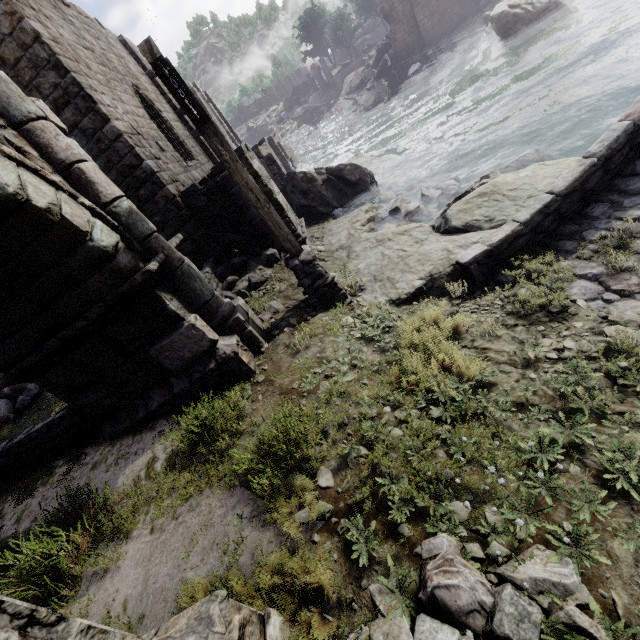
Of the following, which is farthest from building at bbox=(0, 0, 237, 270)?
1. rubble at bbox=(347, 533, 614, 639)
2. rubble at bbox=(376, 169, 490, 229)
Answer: rubble at bbox=(347, 533, 614, 639)

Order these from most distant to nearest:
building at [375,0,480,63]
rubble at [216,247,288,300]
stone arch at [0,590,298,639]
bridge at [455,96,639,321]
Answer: building at [375,0,480,63] < rubble at [216,247,288,300] < bridge at [455,96,639,321] < stone arch at [0,590,298,639]

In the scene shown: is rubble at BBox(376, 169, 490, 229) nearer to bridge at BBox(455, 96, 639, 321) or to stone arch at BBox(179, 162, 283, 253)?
stone arch at BBox(179, 162, 283, 253)

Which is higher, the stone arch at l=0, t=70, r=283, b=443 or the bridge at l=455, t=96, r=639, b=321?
the stone arch at l=0, t=70, r=283, b=443

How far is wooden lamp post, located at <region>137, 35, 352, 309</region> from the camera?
4.09m

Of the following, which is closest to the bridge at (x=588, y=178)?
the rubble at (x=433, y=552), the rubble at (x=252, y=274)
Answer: the rubble at (x=433, y=552)

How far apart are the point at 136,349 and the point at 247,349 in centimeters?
176cm

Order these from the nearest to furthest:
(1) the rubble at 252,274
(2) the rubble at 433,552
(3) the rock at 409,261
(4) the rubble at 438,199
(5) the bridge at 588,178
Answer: (2) the rubble at 433,552 < (5) the bridge at 588,178 < (3) the rock at 409,261 < (1) the rubble at 252,274 < (4) the rubble at 438,199
